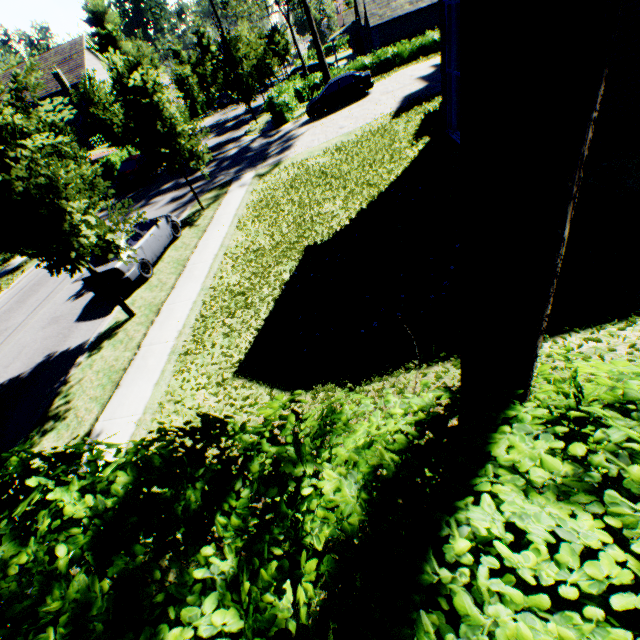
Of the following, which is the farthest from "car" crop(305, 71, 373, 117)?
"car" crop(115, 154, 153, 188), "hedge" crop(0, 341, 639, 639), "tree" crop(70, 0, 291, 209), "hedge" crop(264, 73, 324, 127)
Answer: "hedge" crop(0, 341, 639, 639)

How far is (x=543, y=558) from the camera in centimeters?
145cm

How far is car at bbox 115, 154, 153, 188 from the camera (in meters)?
24.61

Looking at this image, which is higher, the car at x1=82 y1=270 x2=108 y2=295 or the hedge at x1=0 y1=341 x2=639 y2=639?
the hedge at x1=0 y1=341 x2=639 y2=639

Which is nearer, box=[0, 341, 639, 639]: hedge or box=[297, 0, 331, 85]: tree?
box=[0, 341, 639, 639]: hedge

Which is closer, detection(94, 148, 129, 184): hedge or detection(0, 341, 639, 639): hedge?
detection(0, 341, 639, 639): hedge

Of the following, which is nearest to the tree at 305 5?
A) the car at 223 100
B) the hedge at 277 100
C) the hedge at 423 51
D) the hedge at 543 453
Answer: the hedge at 543 453

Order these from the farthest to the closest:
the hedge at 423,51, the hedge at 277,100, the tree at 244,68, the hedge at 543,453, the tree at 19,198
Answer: the hedge at 423,51 → the hedge at 277,100 → the tree at 244,68 → the tree at 19,198 → the hedge at 543,453
